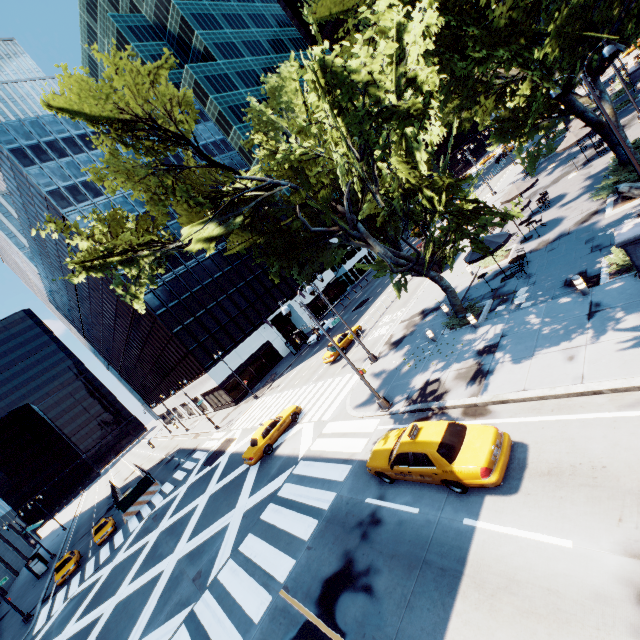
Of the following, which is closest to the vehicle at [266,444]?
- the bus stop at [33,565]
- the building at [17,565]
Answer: the building at [17,565]

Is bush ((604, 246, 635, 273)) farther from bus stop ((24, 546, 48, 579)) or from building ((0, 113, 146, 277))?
bus stop ((24, 546, 48, 579))

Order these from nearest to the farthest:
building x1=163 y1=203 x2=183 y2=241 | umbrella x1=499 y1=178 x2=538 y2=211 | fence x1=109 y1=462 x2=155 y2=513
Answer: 1. umbrella x1=499 y1=178 x2=538 y2=211
2. fence x1=109 y1=462 x2=155 y2=513
3. building x1=163 y1=203 x2=183 y2=241

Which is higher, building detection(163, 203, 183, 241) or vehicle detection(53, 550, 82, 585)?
building detection(163, 203, 183, 241)

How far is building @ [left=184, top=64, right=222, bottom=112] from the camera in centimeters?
5903cm

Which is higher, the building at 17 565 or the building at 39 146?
the building at 39 146

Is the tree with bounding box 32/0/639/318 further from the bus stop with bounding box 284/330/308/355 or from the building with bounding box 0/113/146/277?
the building with bounding box 0/113/146/277

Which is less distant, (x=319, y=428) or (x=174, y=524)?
(x=319, y=428)
